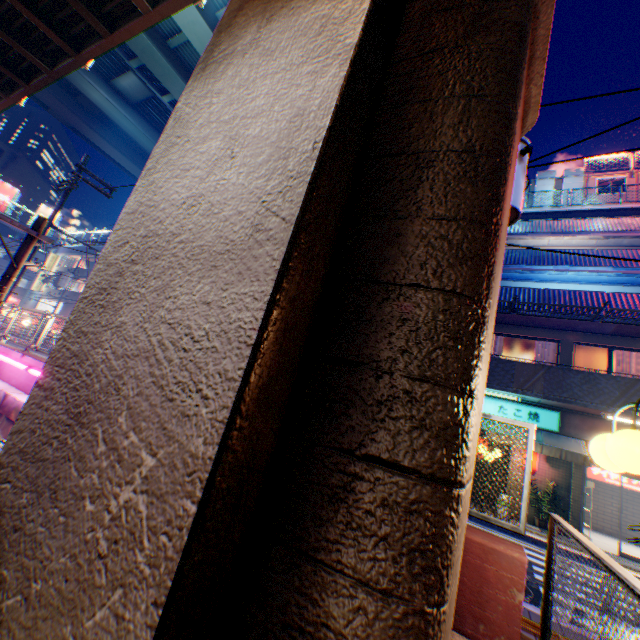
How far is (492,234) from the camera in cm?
158

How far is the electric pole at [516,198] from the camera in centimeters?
588cm

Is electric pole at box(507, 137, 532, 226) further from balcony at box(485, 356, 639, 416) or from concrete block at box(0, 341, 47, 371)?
balcony at box(485, 356, 639, 416)

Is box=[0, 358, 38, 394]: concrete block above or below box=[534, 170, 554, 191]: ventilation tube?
below

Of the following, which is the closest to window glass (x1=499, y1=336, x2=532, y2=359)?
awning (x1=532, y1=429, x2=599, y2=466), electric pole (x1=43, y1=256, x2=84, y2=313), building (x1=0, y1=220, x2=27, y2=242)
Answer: awning (x1=532, y1=429, x2=599, y2=466)

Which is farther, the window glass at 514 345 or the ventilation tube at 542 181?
the ventilation tube at 542 181

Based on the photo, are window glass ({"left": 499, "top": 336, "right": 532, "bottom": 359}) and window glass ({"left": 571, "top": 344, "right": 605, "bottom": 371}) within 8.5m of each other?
yes

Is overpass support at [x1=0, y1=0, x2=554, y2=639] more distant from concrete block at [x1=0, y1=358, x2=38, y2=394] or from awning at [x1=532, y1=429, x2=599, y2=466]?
awning at [x1=532, y1=429, x2=599, y2=466]
